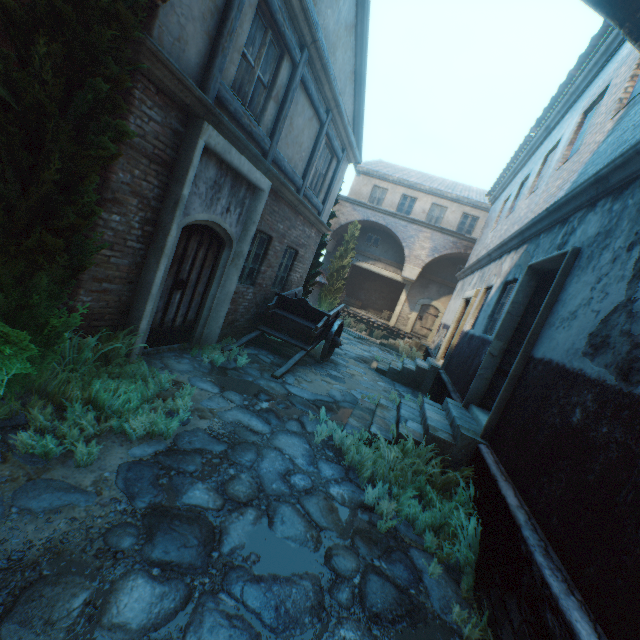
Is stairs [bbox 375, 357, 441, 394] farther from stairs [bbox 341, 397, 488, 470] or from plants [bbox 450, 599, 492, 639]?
plants [bbox 450, 599, 492, 639]

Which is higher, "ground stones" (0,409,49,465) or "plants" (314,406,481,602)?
"plants" (314,406,481,602)

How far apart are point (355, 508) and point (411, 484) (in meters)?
1.09

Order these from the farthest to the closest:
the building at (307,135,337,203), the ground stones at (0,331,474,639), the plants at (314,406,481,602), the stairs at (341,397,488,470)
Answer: the building at (307,135,337,203), the stairs at (341,397,488,470), the plants at (314,406,481,602), the ground stones at (0,331,474,639)

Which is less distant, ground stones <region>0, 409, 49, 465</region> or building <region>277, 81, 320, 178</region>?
ground stones <region>0, 409, 49, 465</region>

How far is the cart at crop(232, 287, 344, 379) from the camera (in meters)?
8.00

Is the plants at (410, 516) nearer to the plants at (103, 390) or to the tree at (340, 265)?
the plants at (103, 390)

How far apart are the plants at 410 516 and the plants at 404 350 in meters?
11.1 m
